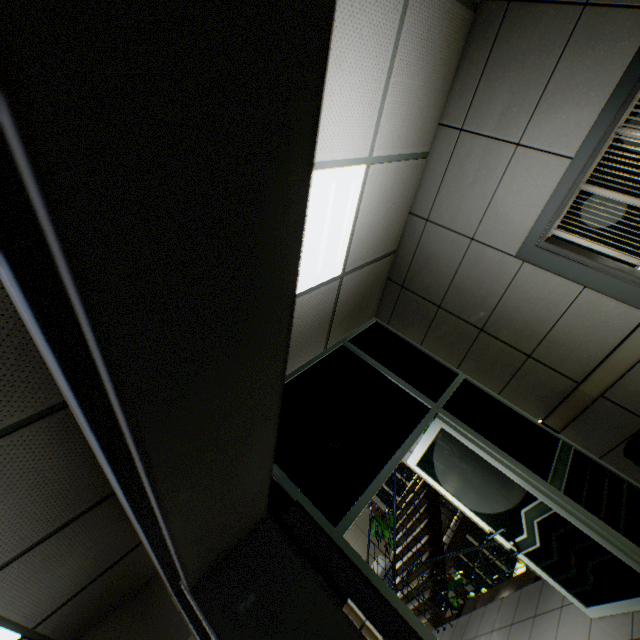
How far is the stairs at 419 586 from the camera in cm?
536

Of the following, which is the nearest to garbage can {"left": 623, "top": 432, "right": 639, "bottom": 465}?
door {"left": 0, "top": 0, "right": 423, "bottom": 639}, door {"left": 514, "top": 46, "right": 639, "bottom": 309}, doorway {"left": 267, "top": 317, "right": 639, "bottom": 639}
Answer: doorway {"left": 267, "top": 317, "right": 639, "bottom": 639}

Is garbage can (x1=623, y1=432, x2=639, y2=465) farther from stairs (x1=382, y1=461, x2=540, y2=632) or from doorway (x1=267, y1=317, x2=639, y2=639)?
stairs (x1=382, y1=461, x2=540, y2=632)

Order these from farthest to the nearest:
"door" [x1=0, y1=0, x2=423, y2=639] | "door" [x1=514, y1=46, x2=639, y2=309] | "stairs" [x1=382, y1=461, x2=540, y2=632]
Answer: "stairs" [x1=382, y1=461, x2=540, y2=632] < "door" [x1=514, y1=46, x2=639, y2=309] < "door" [x1=0, y1=0, x2=423, y2=639]

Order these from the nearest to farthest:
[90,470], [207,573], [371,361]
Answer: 1. [207,573]
2. [90,470]
3. [371,361]

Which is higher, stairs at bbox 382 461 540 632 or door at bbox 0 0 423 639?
door at bbox 0 0 423 639

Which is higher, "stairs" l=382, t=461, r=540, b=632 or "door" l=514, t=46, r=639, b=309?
"door" l=514, t=46, r=639, b=309

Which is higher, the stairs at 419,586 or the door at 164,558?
the door at 164,558
